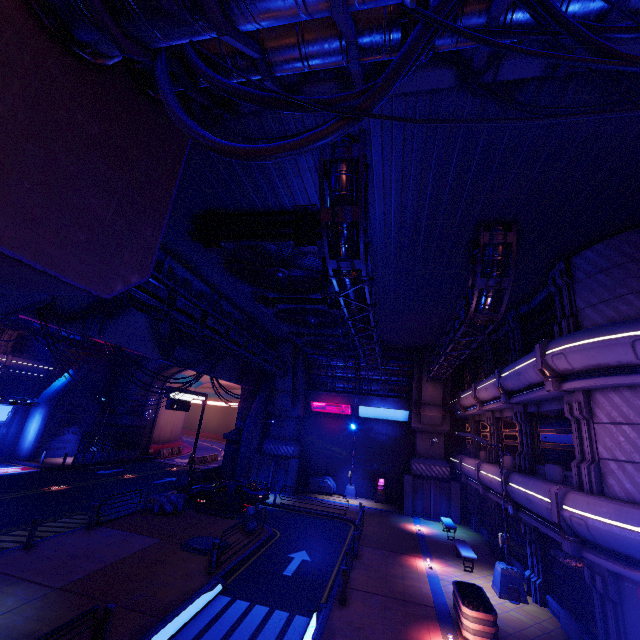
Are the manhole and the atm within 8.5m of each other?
no

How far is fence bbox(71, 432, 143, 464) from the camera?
29.09m

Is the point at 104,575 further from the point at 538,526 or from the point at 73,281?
the point at 538,526

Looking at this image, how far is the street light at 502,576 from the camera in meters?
12.6

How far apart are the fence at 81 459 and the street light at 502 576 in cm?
3255

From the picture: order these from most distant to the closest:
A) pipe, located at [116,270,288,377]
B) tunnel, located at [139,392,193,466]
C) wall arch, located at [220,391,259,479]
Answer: tunnel, located at [139,392,193,466] < wall arch, located at [220,391,259,479] < pipe, located at [116,270,288,377]

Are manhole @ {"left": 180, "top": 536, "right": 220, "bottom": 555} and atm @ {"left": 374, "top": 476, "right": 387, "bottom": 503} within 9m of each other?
no

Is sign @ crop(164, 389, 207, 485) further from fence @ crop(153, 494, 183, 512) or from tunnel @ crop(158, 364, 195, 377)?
tunnel @ crop(158, 364, 195, 377)
